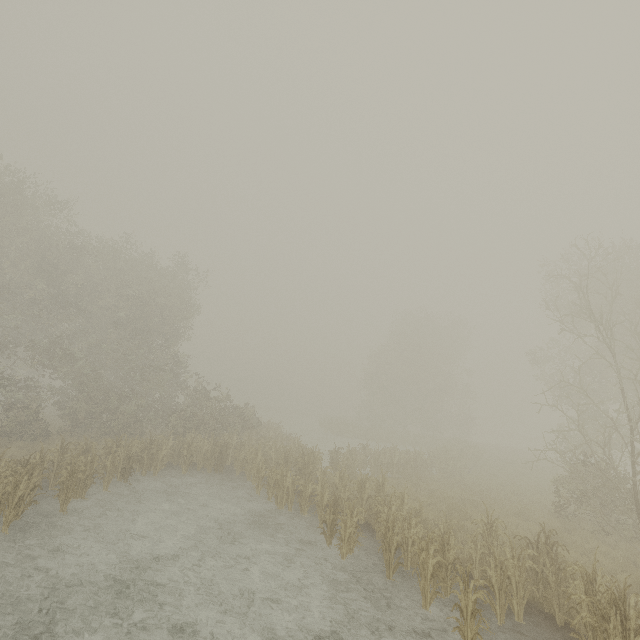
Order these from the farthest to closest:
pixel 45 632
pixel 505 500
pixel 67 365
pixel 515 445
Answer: pixel 515 445
pixel 67 365
pixel 505 500
pixel 45 632
